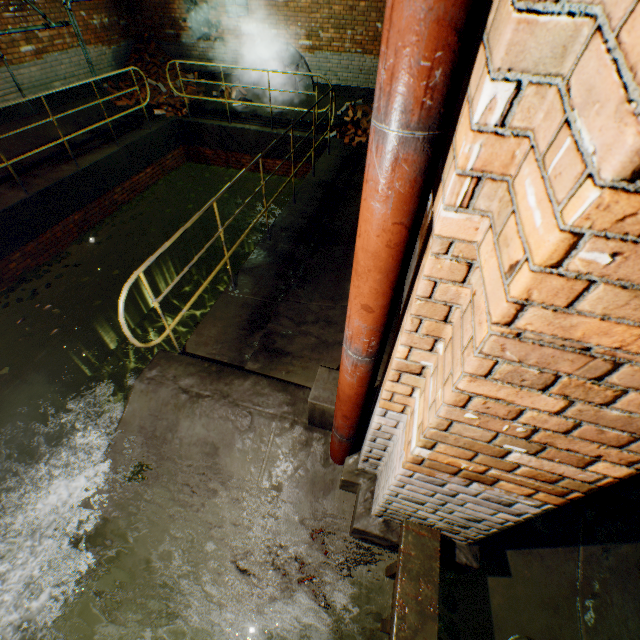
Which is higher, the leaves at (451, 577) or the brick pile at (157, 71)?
the brick pile at (157, 71)

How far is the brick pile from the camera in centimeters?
962cm

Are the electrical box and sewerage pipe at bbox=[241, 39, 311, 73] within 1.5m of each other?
yes

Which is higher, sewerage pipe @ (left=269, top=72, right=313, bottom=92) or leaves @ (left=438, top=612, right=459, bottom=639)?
sewerage pipe @ (left=269, top=72, right=313, bottom=92)

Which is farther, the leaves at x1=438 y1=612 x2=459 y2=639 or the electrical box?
the electrical box

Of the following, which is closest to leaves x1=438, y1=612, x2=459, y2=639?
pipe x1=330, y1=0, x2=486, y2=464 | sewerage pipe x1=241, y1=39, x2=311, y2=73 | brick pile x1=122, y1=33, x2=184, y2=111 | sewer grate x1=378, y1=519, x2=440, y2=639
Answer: sewer grate x1=378, y1=519, x2=440, y2=639

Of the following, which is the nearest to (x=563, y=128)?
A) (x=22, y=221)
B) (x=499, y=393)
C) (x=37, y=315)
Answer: (x=499, y=393)

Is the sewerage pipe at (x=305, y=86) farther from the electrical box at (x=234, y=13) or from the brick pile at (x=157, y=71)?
the brick pile at (x=157, y=71)
